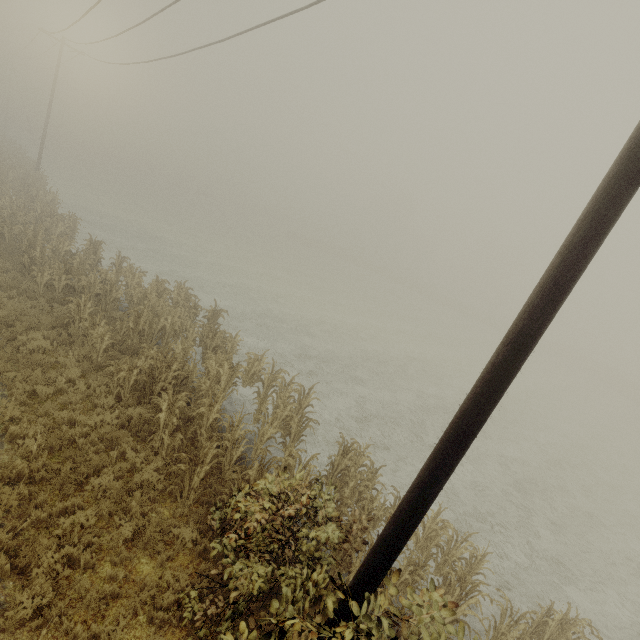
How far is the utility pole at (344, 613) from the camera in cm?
367

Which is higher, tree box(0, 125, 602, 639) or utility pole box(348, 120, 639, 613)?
utility pole box(348, 120, 639, 613)

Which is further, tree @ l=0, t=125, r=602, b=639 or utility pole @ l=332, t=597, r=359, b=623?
tree @ l=0, t=125, r=602, b=639

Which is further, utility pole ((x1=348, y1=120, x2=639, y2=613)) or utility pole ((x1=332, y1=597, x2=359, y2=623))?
utility pole ((x1=332, y1=597, x2=359, y2=623))

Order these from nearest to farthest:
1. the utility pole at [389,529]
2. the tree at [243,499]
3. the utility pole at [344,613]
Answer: the utility pole at [389,529] < the utility pole at [344,613] < the tree at [243,499]

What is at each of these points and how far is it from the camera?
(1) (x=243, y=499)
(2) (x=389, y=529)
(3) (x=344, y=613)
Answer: (1) tree, 6.24m
(2) utility pole, 3.41m
(3) utility pole, 3.70m

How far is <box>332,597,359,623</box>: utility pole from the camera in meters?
3.7
